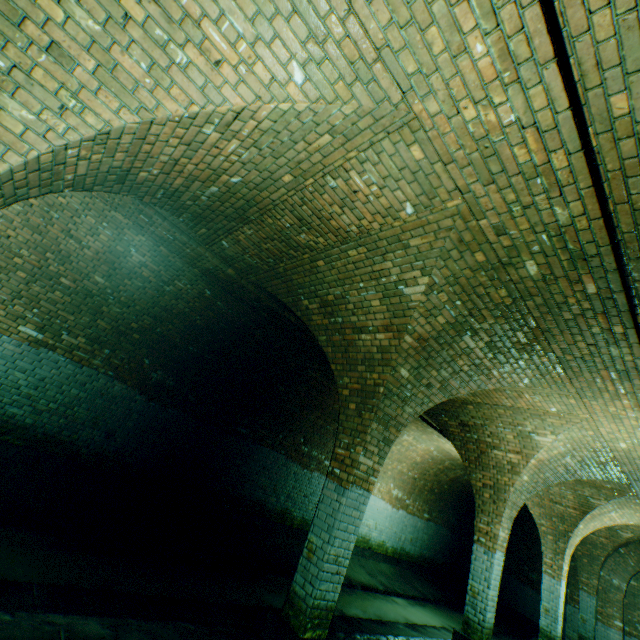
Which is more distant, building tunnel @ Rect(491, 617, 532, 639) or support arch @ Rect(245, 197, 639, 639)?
building tunnel @ Rect(491, 617, 532, 639)

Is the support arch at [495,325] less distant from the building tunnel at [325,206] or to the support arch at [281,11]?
the building tunnel at [325,206]

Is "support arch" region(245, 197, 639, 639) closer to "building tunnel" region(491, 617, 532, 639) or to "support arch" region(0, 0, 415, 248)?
"building tunnel" region(491, 617, 532, 639)

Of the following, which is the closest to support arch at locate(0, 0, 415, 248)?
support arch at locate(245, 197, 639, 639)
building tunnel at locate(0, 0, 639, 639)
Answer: building tunnel at locate(0, 0, 639, 639)

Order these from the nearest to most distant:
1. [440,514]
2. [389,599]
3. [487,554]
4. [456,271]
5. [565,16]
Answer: [565,16] < [456,271] < [487,554] < [389,599] < [440,514]
